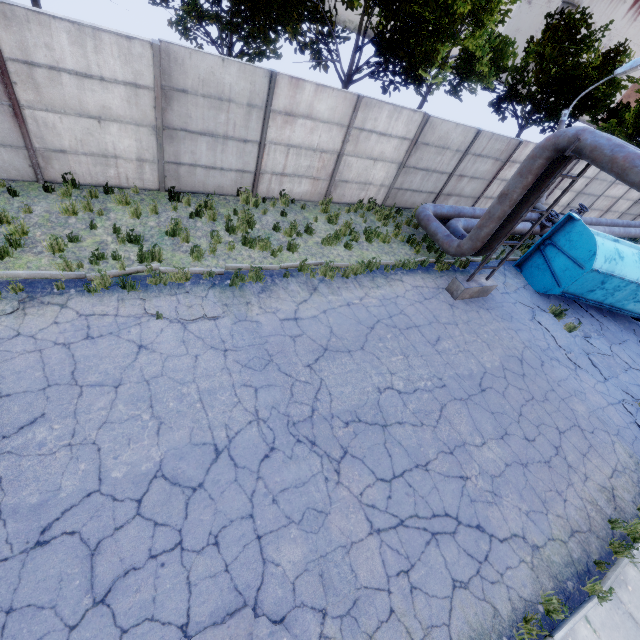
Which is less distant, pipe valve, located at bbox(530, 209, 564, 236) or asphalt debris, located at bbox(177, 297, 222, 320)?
asphalt debris, located at bbox(177, 297, 222, 320)

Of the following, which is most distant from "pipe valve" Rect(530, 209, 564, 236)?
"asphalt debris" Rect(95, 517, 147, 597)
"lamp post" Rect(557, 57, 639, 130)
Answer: "asphalt debris" Rect(95, 517, 147, 597)

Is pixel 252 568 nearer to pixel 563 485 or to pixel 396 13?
pixel 563 485

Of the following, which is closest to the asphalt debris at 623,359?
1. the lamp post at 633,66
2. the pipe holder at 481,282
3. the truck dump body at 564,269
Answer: the truck dump body at 564,269

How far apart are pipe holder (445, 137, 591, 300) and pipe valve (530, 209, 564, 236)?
5.3m

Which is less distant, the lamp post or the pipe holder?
the pipe holder

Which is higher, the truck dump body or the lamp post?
the lamp post

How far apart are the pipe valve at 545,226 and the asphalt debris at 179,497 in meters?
16.6 m
